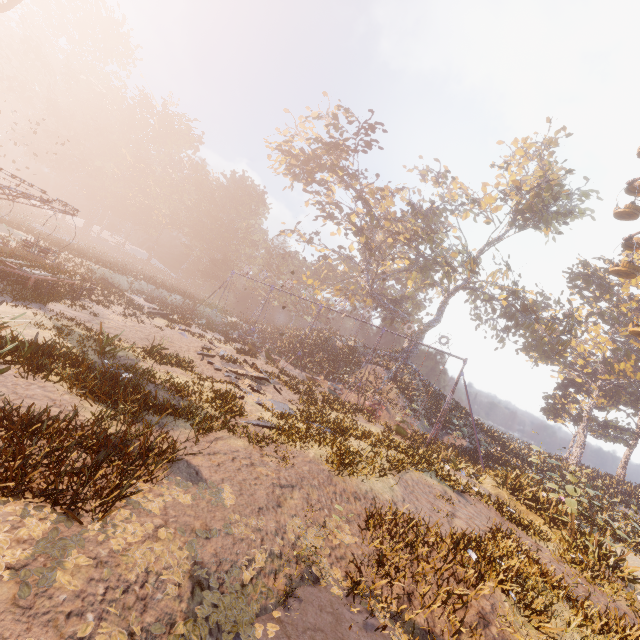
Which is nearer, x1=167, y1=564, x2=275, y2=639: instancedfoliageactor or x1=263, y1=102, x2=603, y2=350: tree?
x1=167, y1=564, x2=275, y2=639: instancedfoliageactor

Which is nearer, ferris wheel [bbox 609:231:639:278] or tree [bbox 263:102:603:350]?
ferris wheel [bbox 609:231:639:278]

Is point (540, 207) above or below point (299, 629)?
above

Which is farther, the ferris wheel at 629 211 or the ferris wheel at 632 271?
the ferris wheel at 629 211

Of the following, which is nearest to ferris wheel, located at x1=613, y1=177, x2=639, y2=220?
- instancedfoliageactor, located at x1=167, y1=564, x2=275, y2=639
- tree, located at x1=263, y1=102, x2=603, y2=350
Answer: Answer: tree, located at x1=263, y1=102, x2=603, y2=350

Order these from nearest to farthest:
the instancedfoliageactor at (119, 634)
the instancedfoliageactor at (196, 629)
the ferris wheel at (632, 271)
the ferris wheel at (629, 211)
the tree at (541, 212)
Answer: the instancedfoliageactor at (119, 634) → the instancedfoliageactor at (196, 629) → the ferris wheel at (632, 271) → the ferris wheel at (629, 211) → the tree at (541, 212)

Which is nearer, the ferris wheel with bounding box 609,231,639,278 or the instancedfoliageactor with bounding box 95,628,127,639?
the instancedfoliageactor with bounding box 95,628,127,639

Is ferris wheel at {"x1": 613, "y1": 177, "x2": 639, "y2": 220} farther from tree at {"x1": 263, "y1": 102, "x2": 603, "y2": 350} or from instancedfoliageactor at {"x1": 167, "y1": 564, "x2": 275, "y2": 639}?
instancedfoliageactor at {"x1": 167, "y1": 564, "x2": 275, "y2": 639}
